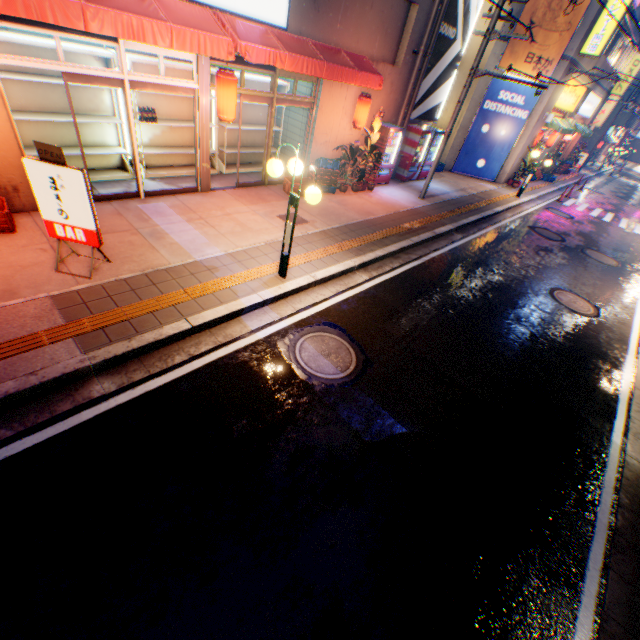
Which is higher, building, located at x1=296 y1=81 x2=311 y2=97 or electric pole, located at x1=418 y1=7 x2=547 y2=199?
electric pole, located at x1=418 y1=7 x2=547 y2=199

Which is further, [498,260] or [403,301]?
[498,260]

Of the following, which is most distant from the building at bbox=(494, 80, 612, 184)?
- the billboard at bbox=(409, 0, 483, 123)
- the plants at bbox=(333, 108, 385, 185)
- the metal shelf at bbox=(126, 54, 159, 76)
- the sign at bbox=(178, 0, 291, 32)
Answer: the metal shelf at bbox=(126, 54, 159, 76)

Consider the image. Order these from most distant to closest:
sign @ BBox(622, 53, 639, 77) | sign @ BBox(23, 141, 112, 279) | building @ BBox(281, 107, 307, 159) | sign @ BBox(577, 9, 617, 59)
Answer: sign @ BBox(622, 53, 639, 77) < sign @ BBox(577, 9, 617, 59) < building @ BBox(281, 107, 307, 159) < sign @ BBox(23, 141, 112, 279)

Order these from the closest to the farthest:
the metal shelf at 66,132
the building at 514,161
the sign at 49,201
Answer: the sign at 49,201, the metal shelf at 66,132, the building at 514,161

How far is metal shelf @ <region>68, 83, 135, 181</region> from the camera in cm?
738

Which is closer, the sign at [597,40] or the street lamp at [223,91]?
the street lamp at [223,91]

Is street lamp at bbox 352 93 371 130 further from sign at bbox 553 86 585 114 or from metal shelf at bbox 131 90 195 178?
sign at bbox 553 86 585 114
